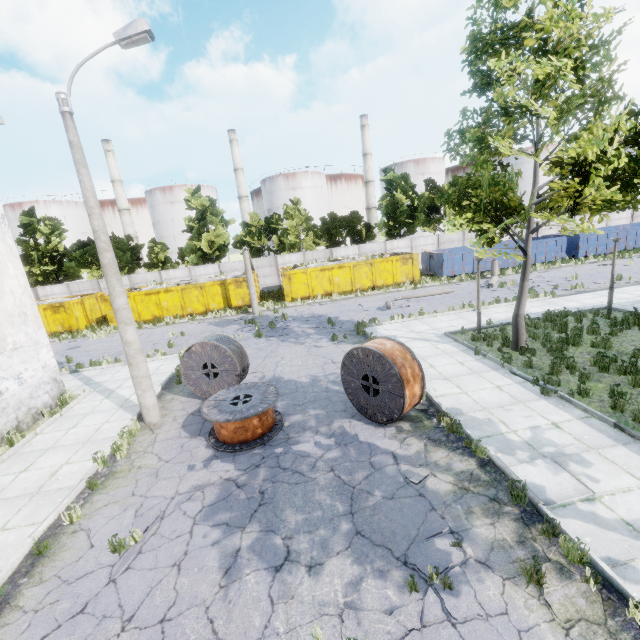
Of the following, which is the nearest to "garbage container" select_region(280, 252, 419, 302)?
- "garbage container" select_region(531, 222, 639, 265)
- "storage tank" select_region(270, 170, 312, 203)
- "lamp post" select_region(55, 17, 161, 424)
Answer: "garbage container" select_region(531, 222, 639, 265)

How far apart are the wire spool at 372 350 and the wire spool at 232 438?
1.7 meters

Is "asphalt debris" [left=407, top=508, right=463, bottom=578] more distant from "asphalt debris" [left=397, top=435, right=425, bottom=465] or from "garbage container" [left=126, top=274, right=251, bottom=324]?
"garbage container" [left=126, top=274, right=251, bottom=324]

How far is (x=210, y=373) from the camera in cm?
1064

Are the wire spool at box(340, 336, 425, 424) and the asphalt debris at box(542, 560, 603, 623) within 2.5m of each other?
no

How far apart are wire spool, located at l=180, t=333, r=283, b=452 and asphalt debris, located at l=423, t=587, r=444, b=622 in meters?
4.1 m

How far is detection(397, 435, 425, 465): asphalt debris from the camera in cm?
679

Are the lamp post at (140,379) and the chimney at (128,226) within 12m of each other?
no
